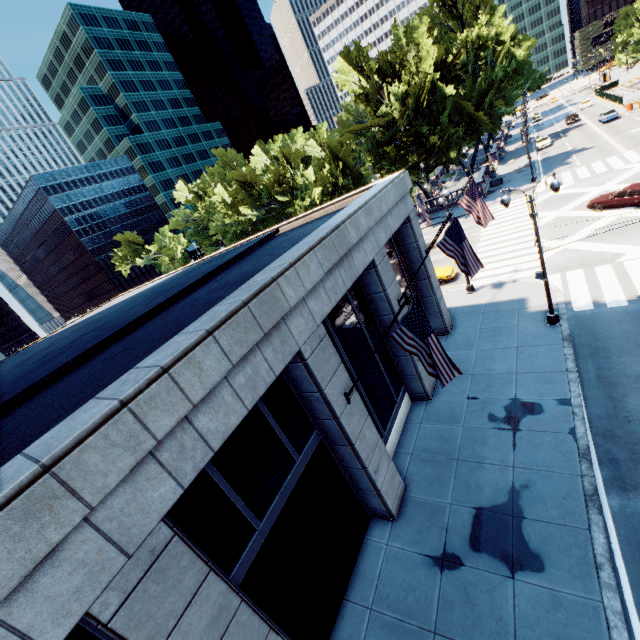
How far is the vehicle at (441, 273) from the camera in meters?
25.6 m

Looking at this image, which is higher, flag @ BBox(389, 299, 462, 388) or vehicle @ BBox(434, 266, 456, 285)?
flag @ BBox(389, 299, 462, 388)

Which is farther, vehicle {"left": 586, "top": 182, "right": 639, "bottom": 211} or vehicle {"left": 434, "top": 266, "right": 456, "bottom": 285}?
vehicle {"left": 434, "top": 266, "right": 456, "bottom": 285}

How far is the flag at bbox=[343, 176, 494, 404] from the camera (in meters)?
7.93

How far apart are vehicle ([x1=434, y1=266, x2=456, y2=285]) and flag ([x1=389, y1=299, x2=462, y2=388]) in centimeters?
1877cm

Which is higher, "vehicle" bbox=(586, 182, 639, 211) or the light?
"vehicle" bbox=(586, 182, 639, 211)

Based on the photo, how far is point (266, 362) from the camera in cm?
766

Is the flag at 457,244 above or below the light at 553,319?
above
